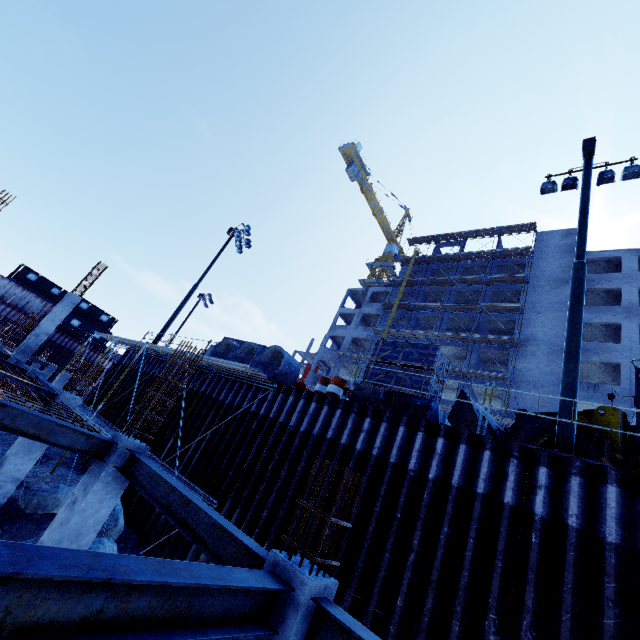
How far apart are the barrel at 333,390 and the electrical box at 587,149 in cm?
1146

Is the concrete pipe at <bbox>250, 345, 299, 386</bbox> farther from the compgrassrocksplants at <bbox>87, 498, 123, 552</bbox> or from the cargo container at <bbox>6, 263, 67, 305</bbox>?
the cargo container at <bbox>6, 263, 67, 305</bbox>

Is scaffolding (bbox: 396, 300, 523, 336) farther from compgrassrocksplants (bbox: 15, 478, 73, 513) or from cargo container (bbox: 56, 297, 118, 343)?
cargo container (bbox: 56, 297, 118, 343)

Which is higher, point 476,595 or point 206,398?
point 206,398

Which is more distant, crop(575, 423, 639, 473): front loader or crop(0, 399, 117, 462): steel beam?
crop(575, 423, 639, 473): front loader

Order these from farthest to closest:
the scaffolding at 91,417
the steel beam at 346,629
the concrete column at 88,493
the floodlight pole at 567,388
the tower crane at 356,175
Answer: the tower crane at 356,175 < the scaffolding at 91,417 < the floodlight pole at 567,388 < the concrete column at 88,493 < the steel beam at 346,629

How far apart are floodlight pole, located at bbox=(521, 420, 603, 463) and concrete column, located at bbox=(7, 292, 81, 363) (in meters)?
21.38

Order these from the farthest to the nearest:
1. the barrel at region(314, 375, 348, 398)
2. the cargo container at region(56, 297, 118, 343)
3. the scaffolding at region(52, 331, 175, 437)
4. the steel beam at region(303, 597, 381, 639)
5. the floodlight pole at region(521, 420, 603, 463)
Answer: the cargo container at region(56, 297, 118, 343) → the scaffolding at region(52, 331, 175, 437) → the barrel at region(314, 375, 348, 398) → the floodlight pole at region(521, 420, 603, 463) → the steel beam at region(303, 597, 381, 639)
